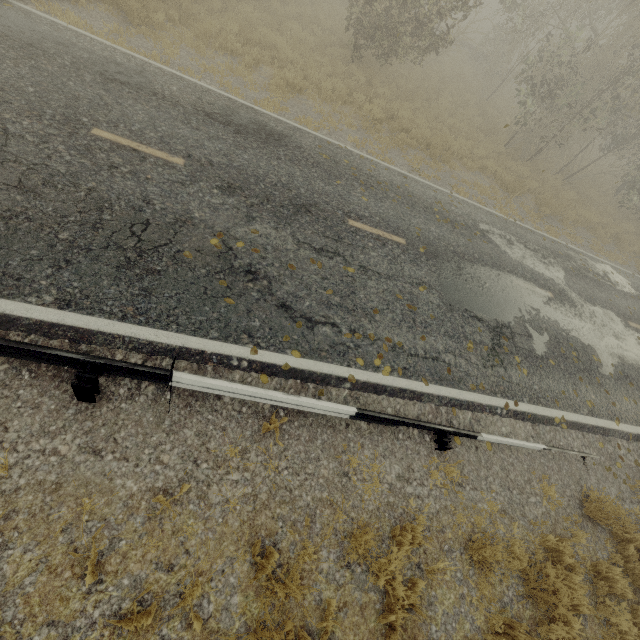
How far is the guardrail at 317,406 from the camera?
3.91m

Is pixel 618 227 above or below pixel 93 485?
above

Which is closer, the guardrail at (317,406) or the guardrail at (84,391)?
the guardrail at (84,391)

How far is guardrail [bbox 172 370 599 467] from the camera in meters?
3.9 m

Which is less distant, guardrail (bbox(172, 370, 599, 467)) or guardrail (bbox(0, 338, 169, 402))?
guardrail (bbox(0, 338, 169, 402))
